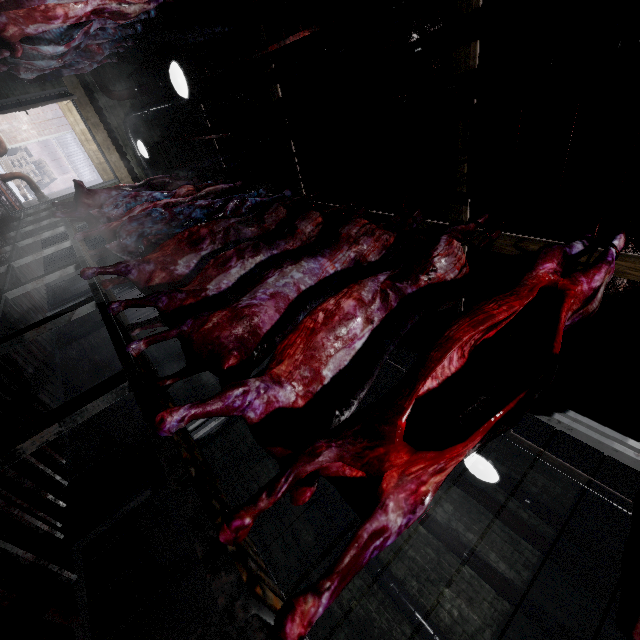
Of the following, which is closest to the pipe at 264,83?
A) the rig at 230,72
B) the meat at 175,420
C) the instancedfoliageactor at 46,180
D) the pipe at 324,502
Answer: the rig at 230,72

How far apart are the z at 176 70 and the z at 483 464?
4.49m

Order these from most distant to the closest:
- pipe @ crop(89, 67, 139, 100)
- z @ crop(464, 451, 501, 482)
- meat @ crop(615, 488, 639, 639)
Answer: pipe @ crop(89, 67, 139, 100) < z @ crop(464, 451, 501, 482) < meat @ crop(615, 488, 639, 639)

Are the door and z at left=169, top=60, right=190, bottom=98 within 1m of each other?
no

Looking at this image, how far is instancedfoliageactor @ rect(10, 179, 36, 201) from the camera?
10.98m

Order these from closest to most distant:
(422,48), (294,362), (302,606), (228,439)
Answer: (302,606)
(294,362)
(422,48)
(228,439)

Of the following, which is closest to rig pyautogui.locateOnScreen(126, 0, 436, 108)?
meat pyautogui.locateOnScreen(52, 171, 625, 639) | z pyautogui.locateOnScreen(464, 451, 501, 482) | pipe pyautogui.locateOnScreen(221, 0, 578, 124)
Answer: pipe pyautogui.locateOnScreen(221, 0, 578, 124)

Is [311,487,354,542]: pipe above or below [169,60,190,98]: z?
below
